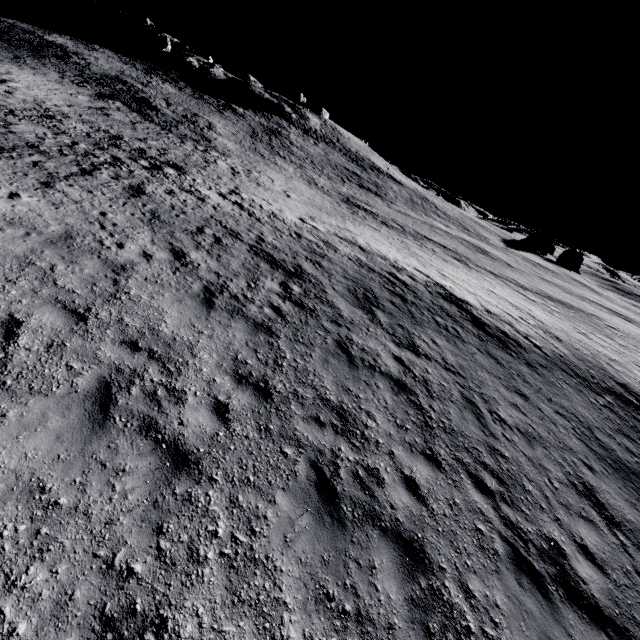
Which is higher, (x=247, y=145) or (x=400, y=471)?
(x=247, y=145)
